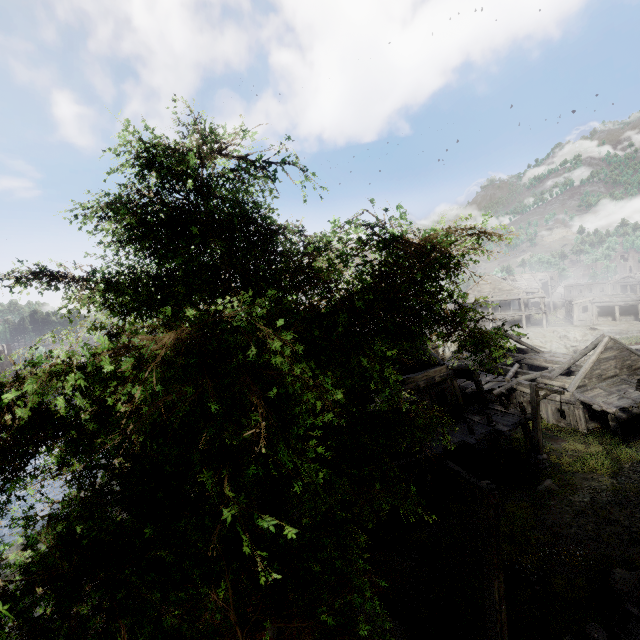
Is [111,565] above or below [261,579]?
below

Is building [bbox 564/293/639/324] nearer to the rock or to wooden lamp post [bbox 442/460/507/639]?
the rock

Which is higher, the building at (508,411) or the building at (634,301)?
the building at (634,301)

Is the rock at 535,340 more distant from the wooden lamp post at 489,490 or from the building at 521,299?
the wooden lamp post at 489,490

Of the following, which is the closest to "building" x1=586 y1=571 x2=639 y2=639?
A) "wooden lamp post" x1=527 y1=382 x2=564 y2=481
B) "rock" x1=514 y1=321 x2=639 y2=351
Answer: "rock" x1=514 y1=321 x2=639 y2=351

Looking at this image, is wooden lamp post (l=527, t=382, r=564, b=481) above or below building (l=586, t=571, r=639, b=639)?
below
